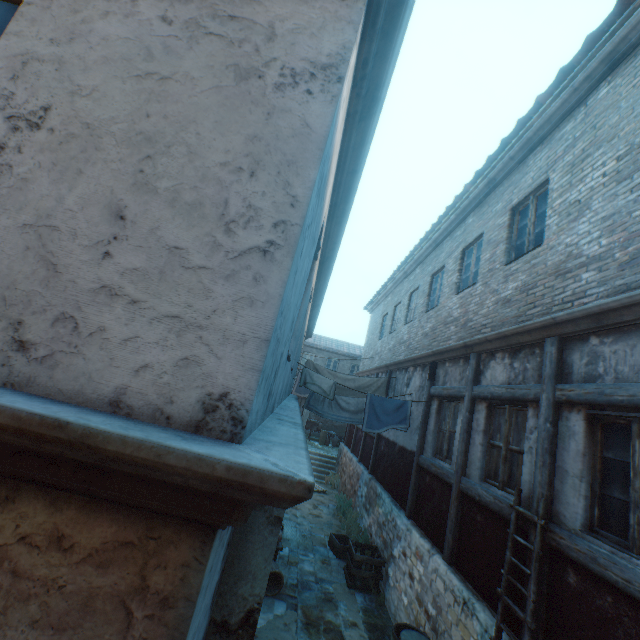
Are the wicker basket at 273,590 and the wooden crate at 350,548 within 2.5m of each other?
yes

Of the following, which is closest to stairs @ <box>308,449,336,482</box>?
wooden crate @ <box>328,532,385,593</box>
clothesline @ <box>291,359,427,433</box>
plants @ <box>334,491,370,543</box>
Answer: plants @ <box>334,491,370,543</box>

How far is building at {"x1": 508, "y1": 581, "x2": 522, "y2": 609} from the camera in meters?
4.0

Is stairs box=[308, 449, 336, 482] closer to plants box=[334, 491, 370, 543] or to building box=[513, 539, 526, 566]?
building box=[513, 539, 526, 566]

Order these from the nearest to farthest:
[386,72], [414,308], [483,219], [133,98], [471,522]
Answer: [133,98], [386,72], [471,522], [483,219], [414,308]

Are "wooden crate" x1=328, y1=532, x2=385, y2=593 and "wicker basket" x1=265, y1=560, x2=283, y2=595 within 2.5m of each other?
yes

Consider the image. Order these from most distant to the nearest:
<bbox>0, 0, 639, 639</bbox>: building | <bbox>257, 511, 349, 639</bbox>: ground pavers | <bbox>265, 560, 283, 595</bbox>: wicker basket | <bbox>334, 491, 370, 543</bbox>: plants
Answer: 1. <bbox>334, 491, 370, 543</bbox>: plants
2. <bbox>265, 560, 283, 595</bbox>: wicker basket
3. <bbox>257, 511, 349, 639</bbox>: ground pavers
4. <bbox>0, 0, 639, 639</bbox>: building

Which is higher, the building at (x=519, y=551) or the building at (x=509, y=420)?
the building at (x=509, y=420)
